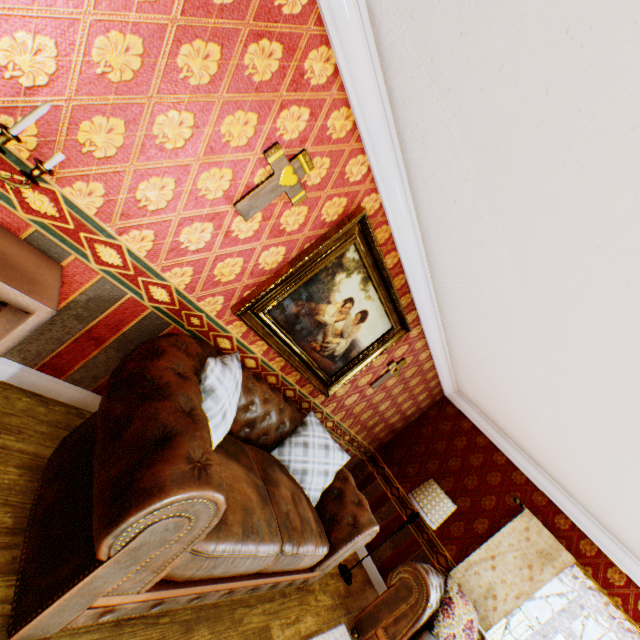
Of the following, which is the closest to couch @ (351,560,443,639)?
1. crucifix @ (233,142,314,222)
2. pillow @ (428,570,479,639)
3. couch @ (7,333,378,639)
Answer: pillow @ (428,570,479,639)

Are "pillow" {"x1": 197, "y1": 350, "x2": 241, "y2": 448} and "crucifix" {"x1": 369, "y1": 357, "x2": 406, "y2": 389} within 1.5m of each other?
no

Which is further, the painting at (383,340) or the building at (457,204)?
the painting at (383,340)

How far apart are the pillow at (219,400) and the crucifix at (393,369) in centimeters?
241cm

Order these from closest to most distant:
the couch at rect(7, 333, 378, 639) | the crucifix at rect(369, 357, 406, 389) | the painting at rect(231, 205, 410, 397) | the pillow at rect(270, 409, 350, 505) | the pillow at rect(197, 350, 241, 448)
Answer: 1. the couch at rect(7, 333, 378, 639)
2. the pillow at rect(197, 350, 241, 448)
3. the painting at rect(231, 205, 410, 397)
4. the pillow at rect(270, 409, 350, 505)
5. the crucifix at rect(369, 357, 406, 389)

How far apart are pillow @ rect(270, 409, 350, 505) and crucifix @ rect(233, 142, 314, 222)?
2.3 meters

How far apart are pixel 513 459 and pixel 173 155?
6.16m

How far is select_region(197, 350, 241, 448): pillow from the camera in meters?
2.0
